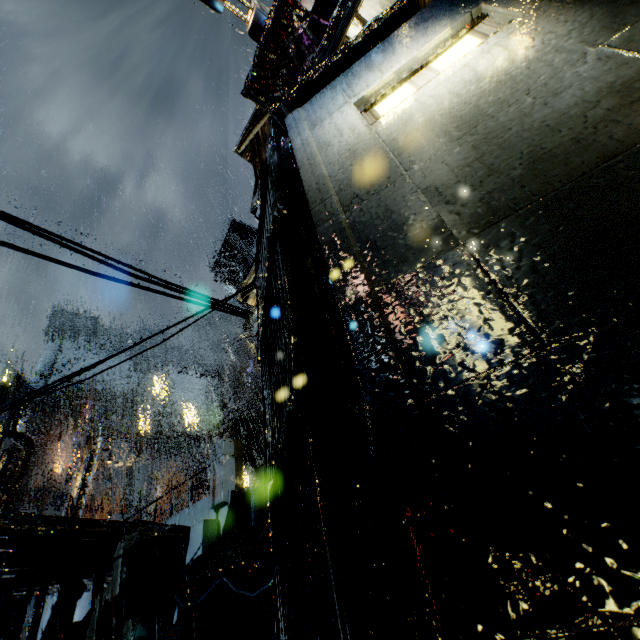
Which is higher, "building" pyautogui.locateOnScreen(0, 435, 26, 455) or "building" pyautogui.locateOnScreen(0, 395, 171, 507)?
"building" pyautogui.locateOnScreen(0, 435, 26, 455)

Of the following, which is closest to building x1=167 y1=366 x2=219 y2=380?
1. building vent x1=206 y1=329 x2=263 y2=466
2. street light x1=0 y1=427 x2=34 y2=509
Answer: building vent x1=206 y1=329 x2=263 y2=466

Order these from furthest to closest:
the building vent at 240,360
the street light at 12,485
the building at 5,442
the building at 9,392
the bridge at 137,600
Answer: the building at 9,392 → the building at 5,442 → the building vent at 240,360 → the street light at 12,485 → the bridge at 137,600

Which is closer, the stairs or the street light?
the street light

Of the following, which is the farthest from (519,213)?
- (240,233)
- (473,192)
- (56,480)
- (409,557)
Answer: (56,480)

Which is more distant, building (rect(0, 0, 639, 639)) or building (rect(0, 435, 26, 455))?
building (rect(0, 435, 26, 455))

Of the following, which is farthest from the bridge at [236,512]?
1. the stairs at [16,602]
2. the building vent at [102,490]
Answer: the building vent at [102,490]

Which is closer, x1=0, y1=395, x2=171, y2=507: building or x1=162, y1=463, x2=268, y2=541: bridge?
x1=162, y1=463, x2=268, y2=541: bridge
